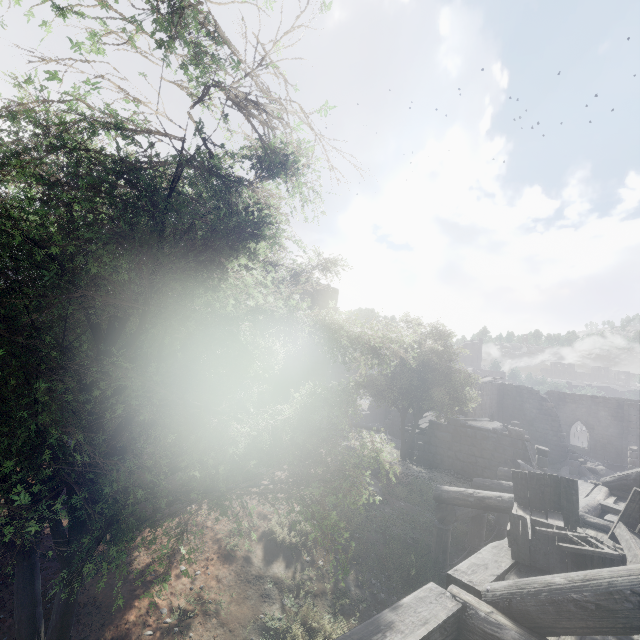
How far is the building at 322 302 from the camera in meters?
20.7 m

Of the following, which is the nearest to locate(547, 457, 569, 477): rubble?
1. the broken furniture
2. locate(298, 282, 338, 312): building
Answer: locate(298, 282, 338, 312): building

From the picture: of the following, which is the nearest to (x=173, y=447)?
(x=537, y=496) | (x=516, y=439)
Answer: (x=537, y=496)

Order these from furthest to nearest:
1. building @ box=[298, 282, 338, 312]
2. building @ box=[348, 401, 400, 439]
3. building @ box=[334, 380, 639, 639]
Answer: building @ box=[348, 401, 400, 439] < building @ box=[298, 282, 338, 312] < building @ box=[334, 380, 639, 639]

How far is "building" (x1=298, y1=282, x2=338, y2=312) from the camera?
20.7m

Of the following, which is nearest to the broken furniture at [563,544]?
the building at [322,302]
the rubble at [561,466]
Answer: the building at [322,302]

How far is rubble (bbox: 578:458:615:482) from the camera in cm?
2556

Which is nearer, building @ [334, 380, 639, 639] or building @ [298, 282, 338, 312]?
building @ [334, 380, 639, 639]
